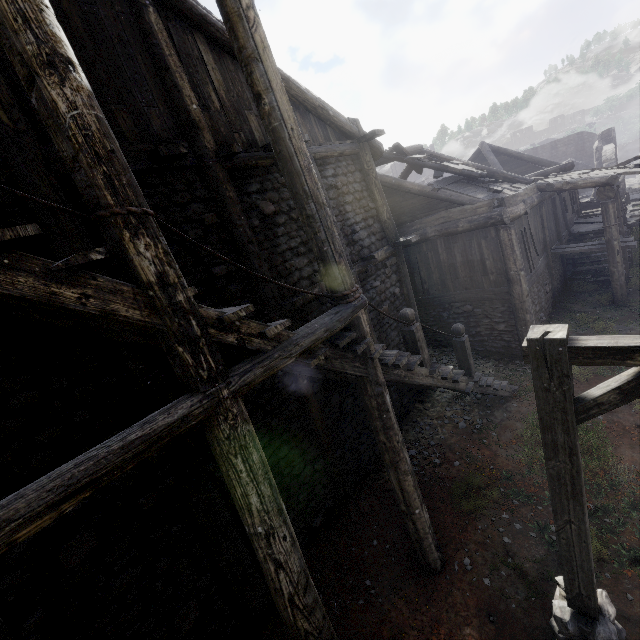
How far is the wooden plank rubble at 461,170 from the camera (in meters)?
11.05

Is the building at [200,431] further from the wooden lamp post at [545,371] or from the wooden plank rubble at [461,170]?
the wooden lamp post at [545,371]

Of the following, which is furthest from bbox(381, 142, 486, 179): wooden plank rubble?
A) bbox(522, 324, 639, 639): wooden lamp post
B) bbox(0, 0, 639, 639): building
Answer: bbox(522, 324, 639, 639): wooden lamp post

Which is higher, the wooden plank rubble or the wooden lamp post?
the wooden plank rubble

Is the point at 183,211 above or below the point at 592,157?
above

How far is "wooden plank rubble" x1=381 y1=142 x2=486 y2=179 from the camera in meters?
11.0 m
